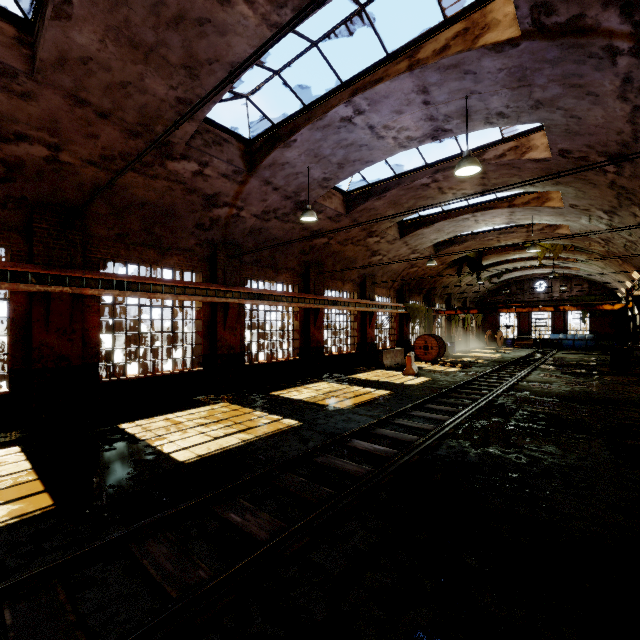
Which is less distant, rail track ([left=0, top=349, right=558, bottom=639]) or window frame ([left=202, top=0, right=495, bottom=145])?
rail track ([left=0, top=349, right=558, bottom=639])

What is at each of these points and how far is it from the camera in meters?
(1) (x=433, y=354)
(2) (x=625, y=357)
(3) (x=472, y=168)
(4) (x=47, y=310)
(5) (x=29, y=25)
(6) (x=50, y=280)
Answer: (1) cable drum, 21.9 m
(2) cable drum, 16.4 m
(3) hanging light, 6.9 m
(4) building, 8.0 m
(5) window frame, 6.0 m
(6) beam, 7.8 m

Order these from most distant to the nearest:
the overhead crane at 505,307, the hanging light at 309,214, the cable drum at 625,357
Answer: the overhead crane at 505,307
the cable drum at 625,357
the hanging light at 309,214

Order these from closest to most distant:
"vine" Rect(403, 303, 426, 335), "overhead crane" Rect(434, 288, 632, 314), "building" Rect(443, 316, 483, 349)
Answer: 1. "overhead crane" Rect(434, 288, 632, 314)
2. "vine" Rect(403, 303, 426, 335)
3. "building" Rect(443, 316, 483, 349)

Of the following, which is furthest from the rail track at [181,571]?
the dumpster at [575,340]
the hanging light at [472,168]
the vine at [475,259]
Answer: the vine at [475,259]

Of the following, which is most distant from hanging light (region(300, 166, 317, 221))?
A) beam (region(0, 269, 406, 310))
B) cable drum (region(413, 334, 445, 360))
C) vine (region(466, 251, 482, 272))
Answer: vine (region(466, 251, 482, 272))

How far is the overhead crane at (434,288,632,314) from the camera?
19.6 meters

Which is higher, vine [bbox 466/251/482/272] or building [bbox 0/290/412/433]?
vine [bbox 466/251/482/272]
